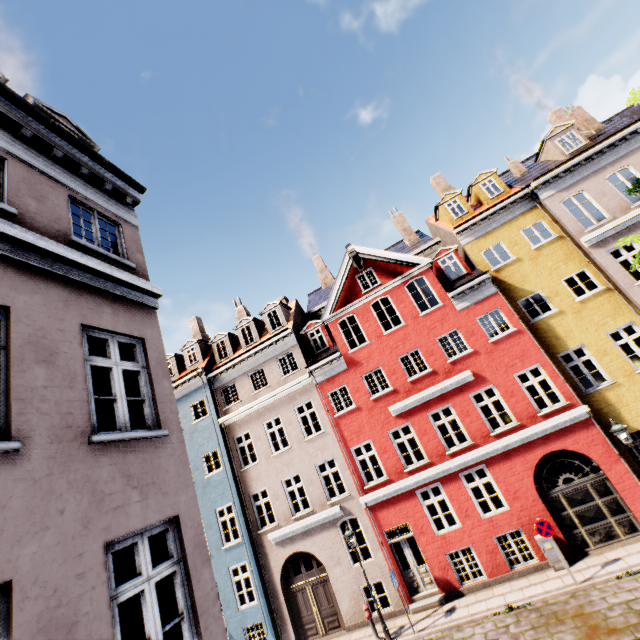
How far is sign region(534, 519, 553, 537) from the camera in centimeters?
1074cm

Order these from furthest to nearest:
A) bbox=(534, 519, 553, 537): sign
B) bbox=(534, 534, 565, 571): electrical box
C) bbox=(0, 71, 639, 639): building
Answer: bbox=(534, 534, 565, 571): electrical box < bbox=(534, 519, 553, 537): sign < bbox=(0, 71, 639, 639): building

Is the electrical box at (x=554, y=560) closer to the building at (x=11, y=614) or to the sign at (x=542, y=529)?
the building at (x=11, y=614)

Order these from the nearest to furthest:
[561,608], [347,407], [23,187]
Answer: [23,187] → [561,608] → [347,407]

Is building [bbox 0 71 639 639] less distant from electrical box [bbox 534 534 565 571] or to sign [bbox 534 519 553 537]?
electrical box [bbox 534 534 565 571]

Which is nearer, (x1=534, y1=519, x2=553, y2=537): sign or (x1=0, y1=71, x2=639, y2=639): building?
(x1=0, y1=71, x2=639, y2=639): building
